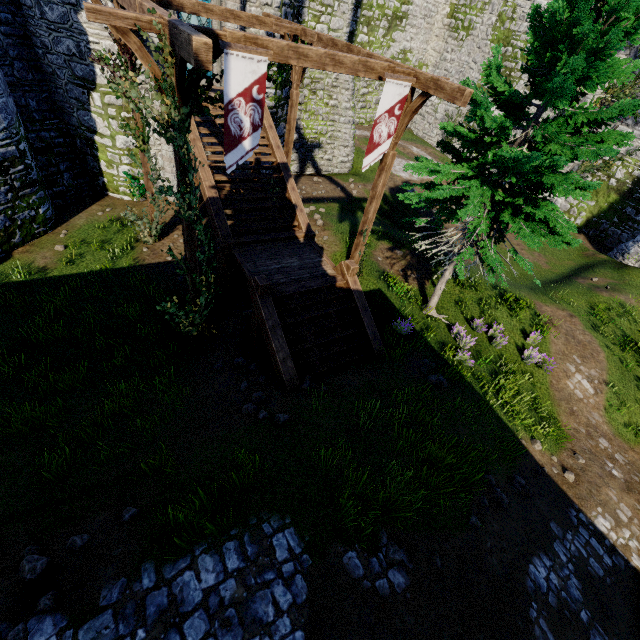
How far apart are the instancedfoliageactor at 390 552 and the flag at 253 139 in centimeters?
718cm

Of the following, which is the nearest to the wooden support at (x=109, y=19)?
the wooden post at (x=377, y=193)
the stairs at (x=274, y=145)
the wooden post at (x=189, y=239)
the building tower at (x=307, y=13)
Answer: the wooden post at (x=189, y=239)

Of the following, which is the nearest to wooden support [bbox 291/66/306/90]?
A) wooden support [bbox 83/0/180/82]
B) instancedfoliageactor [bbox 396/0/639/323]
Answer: instancedfoliageactor [bbox 396/0/639/323]

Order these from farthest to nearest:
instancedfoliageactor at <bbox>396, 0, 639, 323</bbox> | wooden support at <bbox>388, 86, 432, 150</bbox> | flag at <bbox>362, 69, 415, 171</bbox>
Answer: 1. wooden support at <bbox>388, 86, 432, 150</bbox>
2. flag at <bbox>362, 69, 415, 171</bbox>
3. instancedfoliageactor at <bbox>396, 0, 639, 323</bbox>

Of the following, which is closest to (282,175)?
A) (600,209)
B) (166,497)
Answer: (166,497)

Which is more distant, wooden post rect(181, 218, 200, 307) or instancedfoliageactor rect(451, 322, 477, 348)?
instancedfoliageactor rect(451, 322, 477, 348)

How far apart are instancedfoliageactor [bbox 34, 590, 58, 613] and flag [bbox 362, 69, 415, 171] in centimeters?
982cm

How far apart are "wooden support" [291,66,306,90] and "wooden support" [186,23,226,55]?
6.6m
